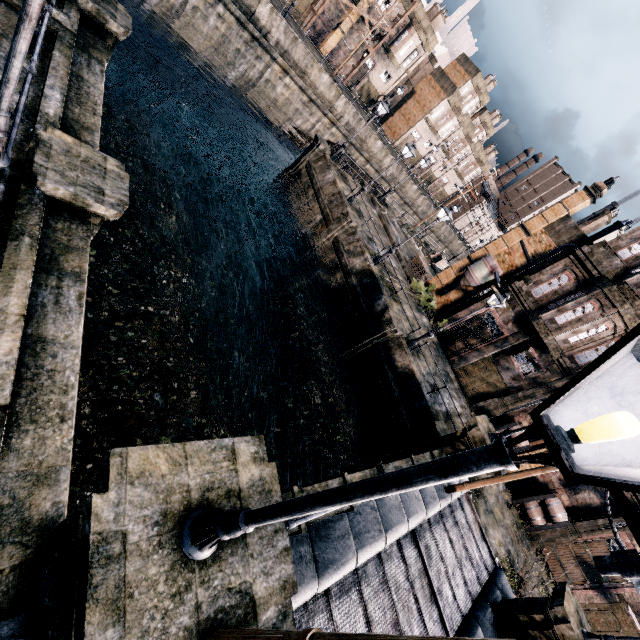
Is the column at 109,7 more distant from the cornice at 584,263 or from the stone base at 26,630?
the cornice at 584,263

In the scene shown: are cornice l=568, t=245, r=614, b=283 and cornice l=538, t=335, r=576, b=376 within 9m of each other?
yes

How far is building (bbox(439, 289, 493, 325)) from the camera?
25.0 meters

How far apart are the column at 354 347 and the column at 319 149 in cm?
1556

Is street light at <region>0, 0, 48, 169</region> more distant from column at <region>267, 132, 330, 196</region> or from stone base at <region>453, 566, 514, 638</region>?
column at <region>267, 132, 330, 196</region>

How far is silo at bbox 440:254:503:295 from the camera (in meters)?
25.50

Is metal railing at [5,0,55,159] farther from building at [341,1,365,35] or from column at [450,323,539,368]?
building at [341,1,365,35]

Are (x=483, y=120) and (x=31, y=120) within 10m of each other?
no
